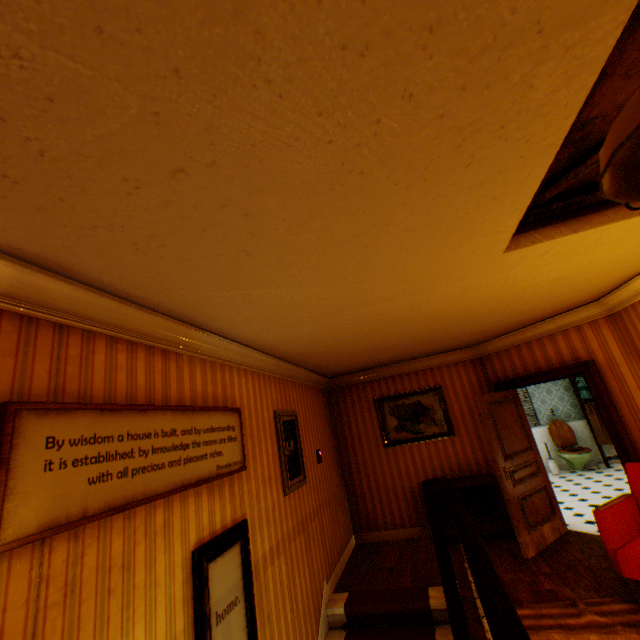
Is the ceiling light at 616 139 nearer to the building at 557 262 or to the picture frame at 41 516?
the building at 557 262

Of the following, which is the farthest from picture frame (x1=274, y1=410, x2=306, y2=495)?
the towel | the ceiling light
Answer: the towel

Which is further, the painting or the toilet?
the toilet

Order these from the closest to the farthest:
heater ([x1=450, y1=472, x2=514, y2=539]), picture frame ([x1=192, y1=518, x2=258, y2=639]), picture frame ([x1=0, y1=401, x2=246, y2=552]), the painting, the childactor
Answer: picture frame ([x1=0, y1=401, x2=246, y2=552])
picture frame ([x1=192, y1=518, x2=258, y2=639])
the childactor
heater ([x1=450, y1=472, x2=514, y2=539])
the painting

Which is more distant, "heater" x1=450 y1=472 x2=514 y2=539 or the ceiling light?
"heater" x1=450 y1=472 x2=514 y2=539

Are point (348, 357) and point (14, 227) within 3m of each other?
no

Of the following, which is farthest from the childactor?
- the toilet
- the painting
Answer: the toilet

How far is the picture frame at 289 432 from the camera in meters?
4.0
